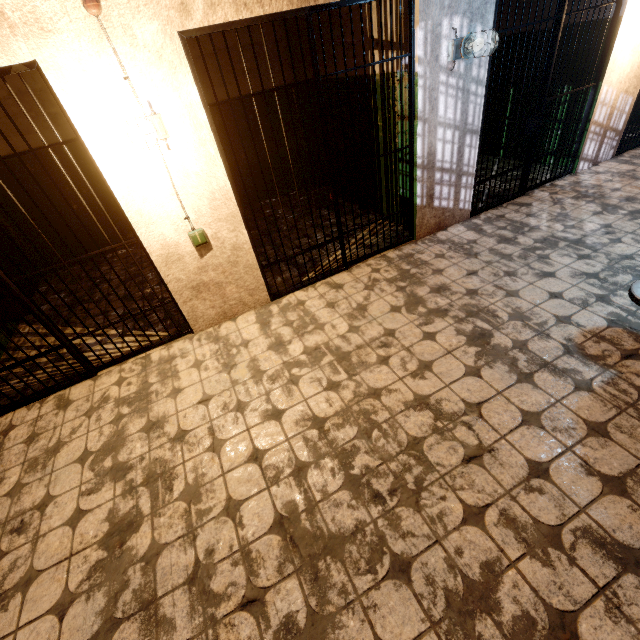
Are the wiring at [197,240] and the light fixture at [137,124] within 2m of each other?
yes

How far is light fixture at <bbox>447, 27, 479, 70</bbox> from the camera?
3.0m

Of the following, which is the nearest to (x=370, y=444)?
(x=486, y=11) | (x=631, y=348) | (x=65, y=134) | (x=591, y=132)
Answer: (x=631, y=348)

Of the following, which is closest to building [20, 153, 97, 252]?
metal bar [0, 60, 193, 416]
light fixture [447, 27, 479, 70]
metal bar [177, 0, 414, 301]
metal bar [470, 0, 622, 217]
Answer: metal bar [0, 60, 193, 416]

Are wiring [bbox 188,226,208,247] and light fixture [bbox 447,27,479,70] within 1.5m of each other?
no

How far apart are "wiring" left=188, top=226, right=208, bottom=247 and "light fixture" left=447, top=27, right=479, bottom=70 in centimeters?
299cm

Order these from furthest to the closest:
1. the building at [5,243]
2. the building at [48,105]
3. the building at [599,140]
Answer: the building at [5,243] → the building at [48,105] → the building at [599,140]

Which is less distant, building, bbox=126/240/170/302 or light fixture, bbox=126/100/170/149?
light fixture, bbox=126/100/170/149
